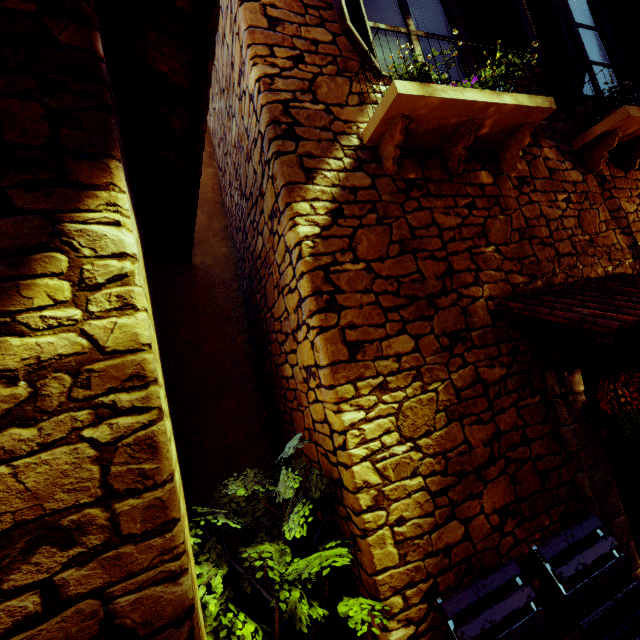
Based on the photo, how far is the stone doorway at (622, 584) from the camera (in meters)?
2.33

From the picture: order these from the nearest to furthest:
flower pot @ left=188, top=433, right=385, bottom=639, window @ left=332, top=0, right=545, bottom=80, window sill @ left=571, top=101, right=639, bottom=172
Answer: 1. flower pot @ left=188, top=433, right=385, bottom=639
2. window @ left=332, top=0, right=545, bottom=80
3. window sill @ left=571, top=101, right=639, bottom=172

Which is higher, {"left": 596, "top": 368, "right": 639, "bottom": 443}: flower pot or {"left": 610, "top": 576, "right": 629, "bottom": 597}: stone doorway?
{"left": 596, "top": 368, "right": 639, "bottom": 443}: flower pot

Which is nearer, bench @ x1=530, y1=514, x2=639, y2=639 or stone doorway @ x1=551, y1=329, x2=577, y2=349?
bench @ x1=530, y1=514, x2=639, y2=639

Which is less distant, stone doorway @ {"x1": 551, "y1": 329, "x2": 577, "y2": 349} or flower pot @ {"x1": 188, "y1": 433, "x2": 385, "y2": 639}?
flower pot @ {"x1": 188, "y1": 433, "x2": 385, "y2": 639}

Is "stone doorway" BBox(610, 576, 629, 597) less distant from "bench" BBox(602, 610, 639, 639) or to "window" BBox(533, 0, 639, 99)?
"bench" BBox(602, 610, 639, 639)

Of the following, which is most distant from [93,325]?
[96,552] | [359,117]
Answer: [359,117]
